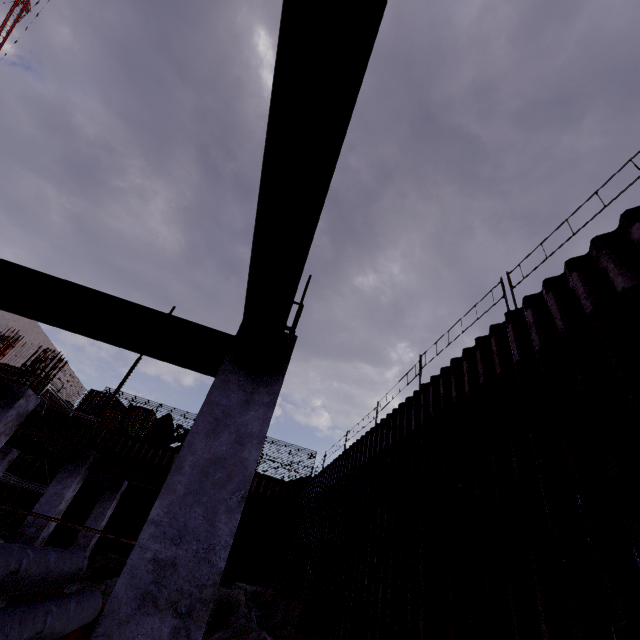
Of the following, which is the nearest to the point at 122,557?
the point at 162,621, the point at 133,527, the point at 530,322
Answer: the point at 133,527

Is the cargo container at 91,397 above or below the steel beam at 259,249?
above

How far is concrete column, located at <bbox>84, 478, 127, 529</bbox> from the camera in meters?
13.5 m

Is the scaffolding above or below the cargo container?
below

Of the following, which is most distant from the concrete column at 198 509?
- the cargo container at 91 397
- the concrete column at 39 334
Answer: the concrete column at 39 334

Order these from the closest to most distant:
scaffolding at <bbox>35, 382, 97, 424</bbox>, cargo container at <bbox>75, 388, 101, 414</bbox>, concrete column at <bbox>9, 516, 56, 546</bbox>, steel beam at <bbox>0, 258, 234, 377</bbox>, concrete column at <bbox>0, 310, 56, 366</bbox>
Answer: steel beam at <bbox>0, 258, 234, 377</bbox> < concrete column at <bbox>9, 516, 56, 546</bbox> < scaffolding at <bbox>35, 382, 97, 424</bbox> < cargo container at <bbox>75, 388, 101, 414</bbox> < concrete column at <bbox>0, 310, 56, 366</bbox>

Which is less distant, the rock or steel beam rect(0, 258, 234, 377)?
steel beam rect(0, 258, 234, 377)

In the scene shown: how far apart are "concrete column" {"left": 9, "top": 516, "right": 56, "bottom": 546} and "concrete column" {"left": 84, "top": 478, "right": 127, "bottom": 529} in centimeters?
433cm
